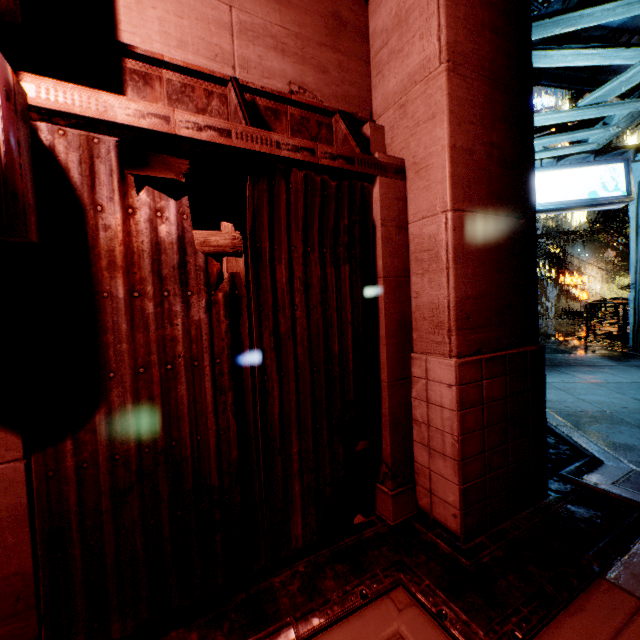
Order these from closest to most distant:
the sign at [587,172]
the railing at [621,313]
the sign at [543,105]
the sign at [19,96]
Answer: the sign at [19,96] → the sign at [587,172] → the railing at [621,313] → the sign at [543,105]

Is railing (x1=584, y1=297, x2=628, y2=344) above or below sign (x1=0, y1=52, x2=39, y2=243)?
below

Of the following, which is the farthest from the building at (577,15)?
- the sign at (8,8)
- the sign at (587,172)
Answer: the sign at (8,8)

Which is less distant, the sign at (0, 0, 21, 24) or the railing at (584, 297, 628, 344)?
the sign at (0, 0, 21, 24)

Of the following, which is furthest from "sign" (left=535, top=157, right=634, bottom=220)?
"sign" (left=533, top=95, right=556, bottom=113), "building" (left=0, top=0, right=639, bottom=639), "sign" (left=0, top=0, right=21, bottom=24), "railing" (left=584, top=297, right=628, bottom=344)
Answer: "sign" (left=533, top=95, right=556, bottom=113)

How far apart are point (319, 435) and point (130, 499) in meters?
1.3 m

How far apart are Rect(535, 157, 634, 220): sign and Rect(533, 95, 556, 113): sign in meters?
32.9 m

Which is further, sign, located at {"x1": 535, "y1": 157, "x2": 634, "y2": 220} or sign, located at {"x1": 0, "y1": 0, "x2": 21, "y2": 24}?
sign, located at {"x1": 535, "y1": 157, "x2": 634, "y2": 220}
